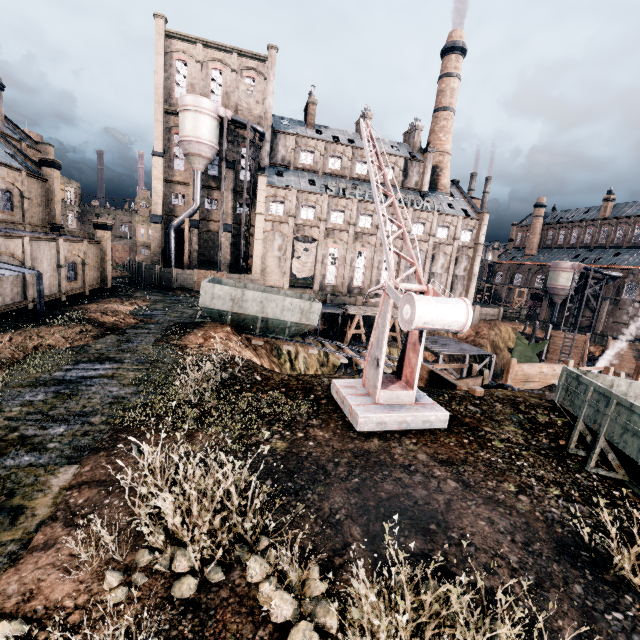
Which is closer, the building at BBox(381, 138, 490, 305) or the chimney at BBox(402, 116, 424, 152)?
the building at BBox(381, 138, 490, 305)

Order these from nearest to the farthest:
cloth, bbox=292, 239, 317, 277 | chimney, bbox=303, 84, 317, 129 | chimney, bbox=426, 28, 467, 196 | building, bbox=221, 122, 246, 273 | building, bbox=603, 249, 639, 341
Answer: building, bbox=221, 122, 246, 273 → cloth, bbox=292, 239, 317, 277 → chimney, bbox=303, 84, 317, 129 → chimney, bbox=426, 28, 467, 196 → building, bbox=603, 249, 639, 341

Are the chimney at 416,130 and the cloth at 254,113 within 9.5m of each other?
no

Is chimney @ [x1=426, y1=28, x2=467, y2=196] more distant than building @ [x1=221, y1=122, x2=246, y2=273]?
Yes

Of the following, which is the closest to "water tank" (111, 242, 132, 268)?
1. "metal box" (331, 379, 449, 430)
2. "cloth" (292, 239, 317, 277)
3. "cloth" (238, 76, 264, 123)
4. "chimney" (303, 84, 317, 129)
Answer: "cloth" (238, 76, 264, 123)

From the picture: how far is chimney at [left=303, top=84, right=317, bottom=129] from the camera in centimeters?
4962cm

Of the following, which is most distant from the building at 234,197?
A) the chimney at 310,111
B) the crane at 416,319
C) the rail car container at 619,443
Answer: the rail car container at 619,443

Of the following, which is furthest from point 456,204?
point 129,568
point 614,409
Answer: point 129,568
